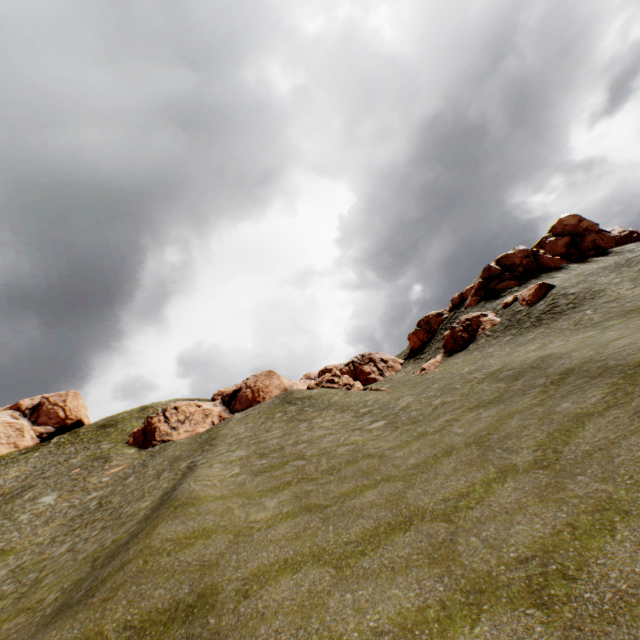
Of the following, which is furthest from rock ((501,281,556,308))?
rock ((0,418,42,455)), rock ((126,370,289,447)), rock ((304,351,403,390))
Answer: rock ((0,418,42,455))

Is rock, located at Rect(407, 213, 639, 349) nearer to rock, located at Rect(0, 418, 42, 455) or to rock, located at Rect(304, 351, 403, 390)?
rock, located at Rect(304, 351, 403, 390)

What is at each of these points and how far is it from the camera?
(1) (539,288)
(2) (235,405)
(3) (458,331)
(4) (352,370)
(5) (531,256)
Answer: (1) rock, 29.0 meters
(2) rock, 48.3 meters
(3) rock, 34.8 meters
(4) rock, 45.8 meters
(5) rock, 38.6 meters

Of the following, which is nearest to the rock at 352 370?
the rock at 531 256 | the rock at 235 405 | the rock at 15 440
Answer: the rock at 531 256

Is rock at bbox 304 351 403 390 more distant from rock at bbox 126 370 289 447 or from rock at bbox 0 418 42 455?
rock at bbox 0 418 42 455

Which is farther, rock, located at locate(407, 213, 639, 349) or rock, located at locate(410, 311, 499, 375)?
rock, located at locate(407, 213, 639, 349)

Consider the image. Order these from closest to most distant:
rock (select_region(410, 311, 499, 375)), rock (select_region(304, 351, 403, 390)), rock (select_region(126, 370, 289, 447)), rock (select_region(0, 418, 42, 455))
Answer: rock (select_region(410, 311, 499, 375)), rock (select_region(304, 351, 403, 390)), rock (select_region(126, 370, 289, 447)), rock (select_region(0, 418, 42, 455))

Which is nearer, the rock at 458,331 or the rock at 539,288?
the rock at 539,288
